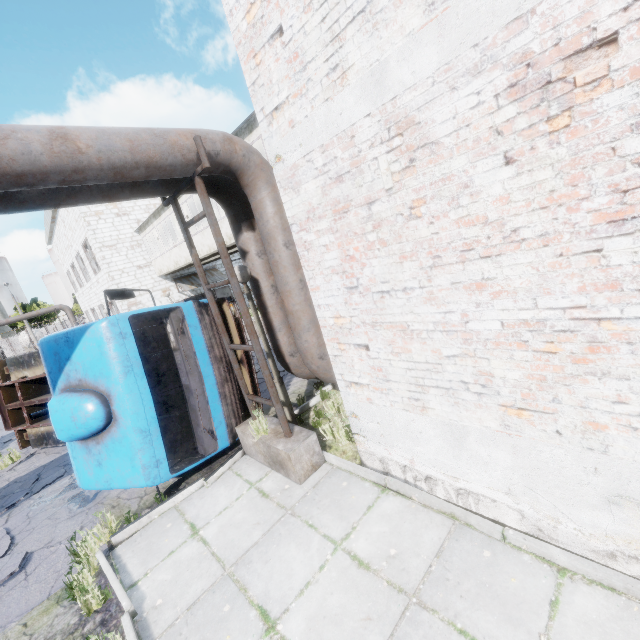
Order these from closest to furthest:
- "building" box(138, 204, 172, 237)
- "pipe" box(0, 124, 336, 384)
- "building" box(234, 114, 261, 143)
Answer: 1. "pipe" box(0, 124, 336, 384)
2. "building" box(234, 114, 261, 143)
3. "building" box(138, 204, 172, 237)

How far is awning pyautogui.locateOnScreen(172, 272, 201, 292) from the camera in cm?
2088

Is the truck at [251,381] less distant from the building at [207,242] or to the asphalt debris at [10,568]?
the asphalt debris at [10,568]

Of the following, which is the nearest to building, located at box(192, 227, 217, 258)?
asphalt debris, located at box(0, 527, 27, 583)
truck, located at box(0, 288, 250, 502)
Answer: truck, located at box(0, 288, 250, 502)

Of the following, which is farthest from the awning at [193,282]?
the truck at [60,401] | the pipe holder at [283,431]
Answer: the pipe holder at [283,431]

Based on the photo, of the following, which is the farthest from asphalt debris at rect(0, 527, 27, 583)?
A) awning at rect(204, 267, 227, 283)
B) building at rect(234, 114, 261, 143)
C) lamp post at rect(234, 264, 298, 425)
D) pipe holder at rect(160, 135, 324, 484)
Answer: awning at rect(204, 267, 227, 283)

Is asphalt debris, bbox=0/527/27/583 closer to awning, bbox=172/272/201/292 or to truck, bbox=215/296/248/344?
truck, bbox=215/296/248/344

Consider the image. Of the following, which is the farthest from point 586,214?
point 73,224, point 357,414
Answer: point 73,224
